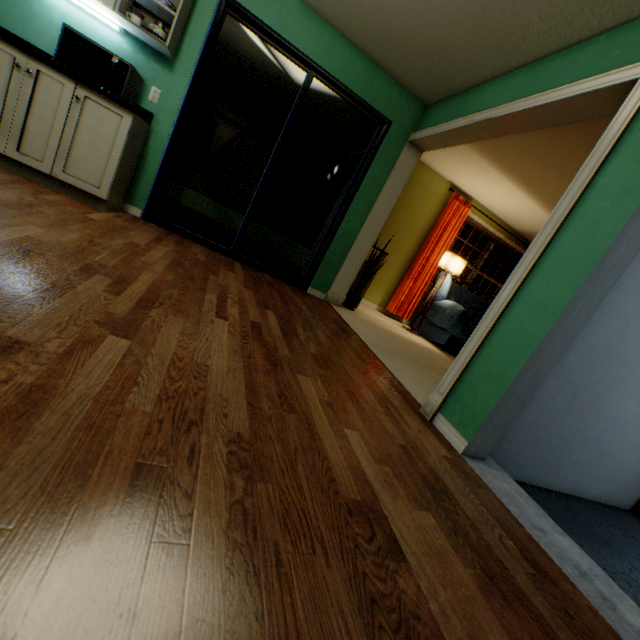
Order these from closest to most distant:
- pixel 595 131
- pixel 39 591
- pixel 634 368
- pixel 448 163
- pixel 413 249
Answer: pixel 39 591, pixel 634 368, pixel 595 131, pixel 448 163, pixel 413 249

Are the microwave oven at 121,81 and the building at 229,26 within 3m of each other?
yes

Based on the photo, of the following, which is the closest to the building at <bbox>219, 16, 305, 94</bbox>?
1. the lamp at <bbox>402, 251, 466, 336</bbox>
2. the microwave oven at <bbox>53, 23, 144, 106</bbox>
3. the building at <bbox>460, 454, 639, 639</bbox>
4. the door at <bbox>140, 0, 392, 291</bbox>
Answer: the door at <bbox>140, 0, 392, 291</bbox>

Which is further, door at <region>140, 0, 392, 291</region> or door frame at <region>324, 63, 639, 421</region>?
door at <region>140, 0, 392, 291</region>

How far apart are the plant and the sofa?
1.49m

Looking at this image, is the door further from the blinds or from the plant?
the blinds

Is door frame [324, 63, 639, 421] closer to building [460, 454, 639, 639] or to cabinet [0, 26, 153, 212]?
building [460, 454, 639, 639]

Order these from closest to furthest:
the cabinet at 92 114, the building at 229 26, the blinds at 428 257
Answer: the cabinet at 92 114 < the building at 229 26 < the blinds at 428 257
